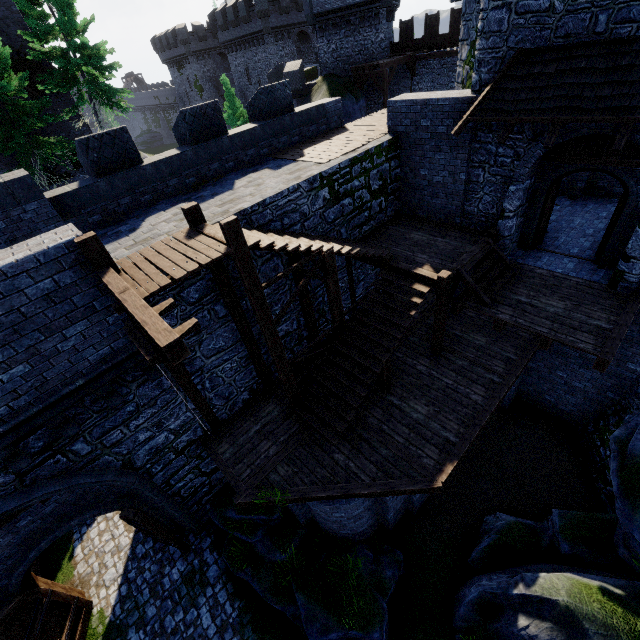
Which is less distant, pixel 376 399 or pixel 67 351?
pixel 67 351

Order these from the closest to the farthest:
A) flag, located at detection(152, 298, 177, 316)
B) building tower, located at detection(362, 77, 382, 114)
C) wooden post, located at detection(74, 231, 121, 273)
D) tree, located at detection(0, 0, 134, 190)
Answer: flag, located at detection(152, 298, 177, 316)
wooden post, located at detection(74, 231, 121, 273)
tree, located at detection(0, 0, 134, 190)
building tower, located at detection(362, 77, 382, 114)

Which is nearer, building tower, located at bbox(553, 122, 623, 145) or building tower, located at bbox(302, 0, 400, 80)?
building tower, located at bbox(553, 122, 623, 145)

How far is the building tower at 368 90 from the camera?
24.5 meters

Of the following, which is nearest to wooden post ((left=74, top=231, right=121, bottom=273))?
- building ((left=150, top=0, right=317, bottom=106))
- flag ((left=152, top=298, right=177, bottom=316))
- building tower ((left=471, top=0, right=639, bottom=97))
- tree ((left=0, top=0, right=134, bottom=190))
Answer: flag ((left=152, top=298, right=177, bottom=316))

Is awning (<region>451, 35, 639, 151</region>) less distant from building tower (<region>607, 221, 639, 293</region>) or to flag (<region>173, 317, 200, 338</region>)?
building tower (<region>607, 221, 639, 293</region>)

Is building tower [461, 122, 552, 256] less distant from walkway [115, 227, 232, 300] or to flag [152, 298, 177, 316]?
walkway [115, 227, 232, 300]

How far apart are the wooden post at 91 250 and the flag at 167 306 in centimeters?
159cm
